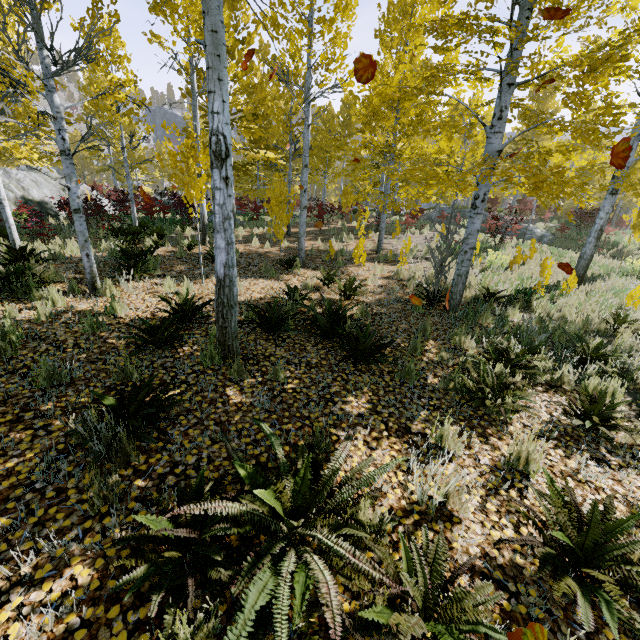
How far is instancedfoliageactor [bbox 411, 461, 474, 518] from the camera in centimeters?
234cm

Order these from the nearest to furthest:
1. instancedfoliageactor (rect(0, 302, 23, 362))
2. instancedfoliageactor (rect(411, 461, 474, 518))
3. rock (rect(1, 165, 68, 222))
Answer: instancedfoliageactor (rect(411, 461, 474, 518)) → instancedfoliageactor (rect(0, 302, 23, 362)) → rock (rect(1, 165, 68, 222))

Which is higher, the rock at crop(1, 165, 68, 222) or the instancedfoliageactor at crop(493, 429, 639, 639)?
the rock at crop(1, 165, 68, 222)

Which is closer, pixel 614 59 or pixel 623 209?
pixel 614 59

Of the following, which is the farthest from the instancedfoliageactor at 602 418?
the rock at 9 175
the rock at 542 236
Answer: A: the rock at 542 236

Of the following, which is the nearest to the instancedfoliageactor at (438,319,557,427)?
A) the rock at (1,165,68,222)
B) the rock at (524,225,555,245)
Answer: the rock at (1,165,68,222)
